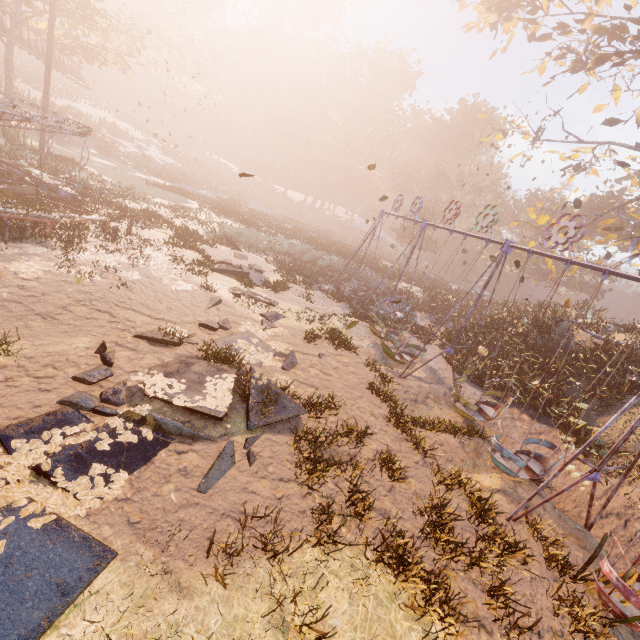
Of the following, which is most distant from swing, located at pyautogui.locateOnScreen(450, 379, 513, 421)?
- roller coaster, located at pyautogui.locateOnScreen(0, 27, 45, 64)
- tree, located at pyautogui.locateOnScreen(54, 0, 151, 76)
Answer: tree, located at pyautogui.locateOnScreen(54, 0, 151, 76)

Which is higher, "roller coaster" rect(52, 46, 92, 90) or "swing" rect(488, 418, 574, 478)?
"roller coaster" rect(52, 46, 92, 90)

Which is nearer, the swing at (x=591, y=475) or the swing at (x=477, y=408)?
the swing at (x=591, y=475)

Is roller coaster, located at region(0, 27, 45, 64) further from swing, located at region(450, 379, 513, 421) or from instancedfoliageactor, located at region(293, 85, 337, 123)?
swing, located at region(450, 379, 513, 421)

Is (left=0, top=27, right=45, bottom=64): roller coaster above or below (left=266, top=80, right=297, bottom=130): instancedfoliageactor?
below

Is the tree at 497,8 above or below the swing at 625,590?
above

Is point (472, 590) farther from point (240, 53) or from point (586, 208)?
point (240, 53)

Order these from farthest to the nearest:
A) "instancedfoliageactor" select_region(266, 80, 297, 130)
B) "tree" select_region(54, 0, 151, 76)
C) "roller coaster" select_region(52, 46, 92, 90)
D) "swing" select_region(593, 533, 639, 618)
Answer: "instancedfoliageactor" select_region(266, 80, 297, 130) → "roller coaster" select_region(52, 46, 92, 90) → "tree" select_region(54, 0, 151, 76) → "swing" select_region(593, 533, 639, 618)
